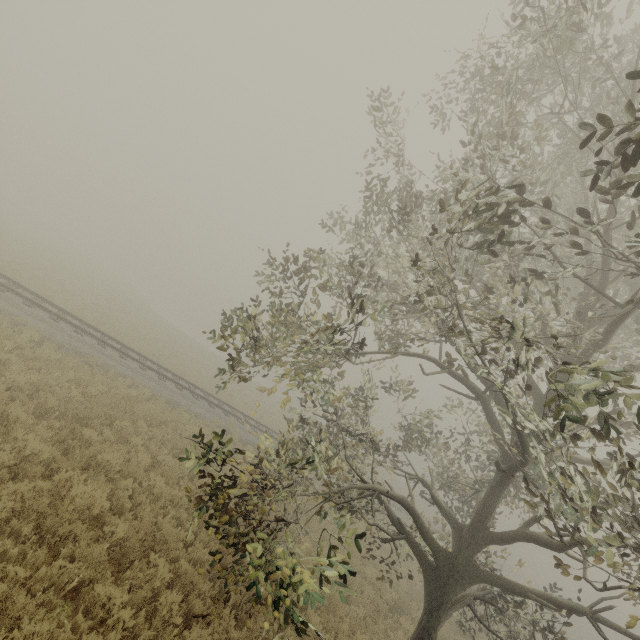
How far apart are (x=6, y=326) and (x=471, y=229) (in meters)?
15.07
